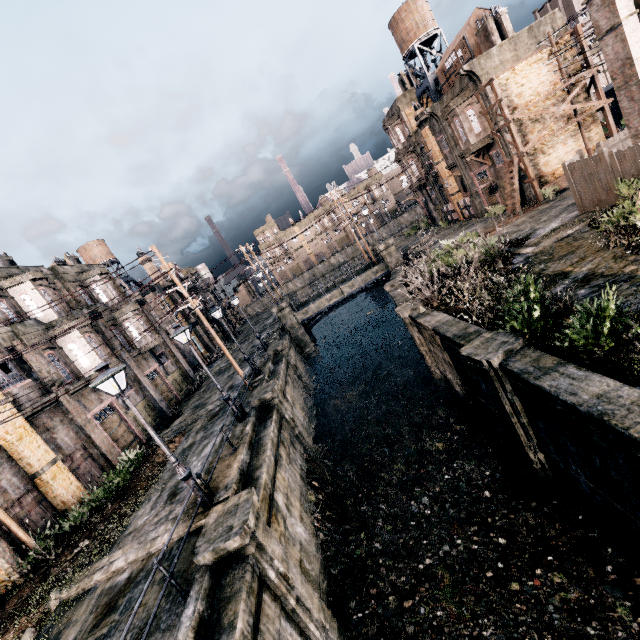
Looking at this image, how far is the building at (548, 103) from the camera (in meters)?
25.62

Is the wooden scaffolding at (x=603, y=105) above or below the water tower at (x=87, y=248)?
below

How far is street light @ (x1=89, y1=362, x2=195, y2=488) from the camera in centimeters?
941cm

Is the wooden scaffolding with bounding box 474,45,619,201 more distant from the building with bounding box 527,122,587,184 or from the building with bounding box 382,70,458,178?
the building with bounding box 382,70,458,178

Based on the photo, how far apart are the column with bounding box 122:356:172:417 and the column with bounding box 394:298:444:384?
19.3 meters

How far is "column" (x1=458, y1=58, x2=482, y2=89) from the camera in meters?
24.8

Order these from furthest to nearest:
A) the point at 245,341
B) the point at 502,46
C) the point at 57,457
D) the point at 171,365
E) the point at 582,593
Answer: the point at 245,341 < the point at 171,365 < the point at 502,46 < the point at 57,457 < the point at 582,593

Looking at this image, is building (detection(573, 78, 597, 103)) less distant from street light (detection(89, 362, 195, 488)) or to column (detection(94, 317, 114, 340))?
street light (detection(89, 362, 195, 488))
